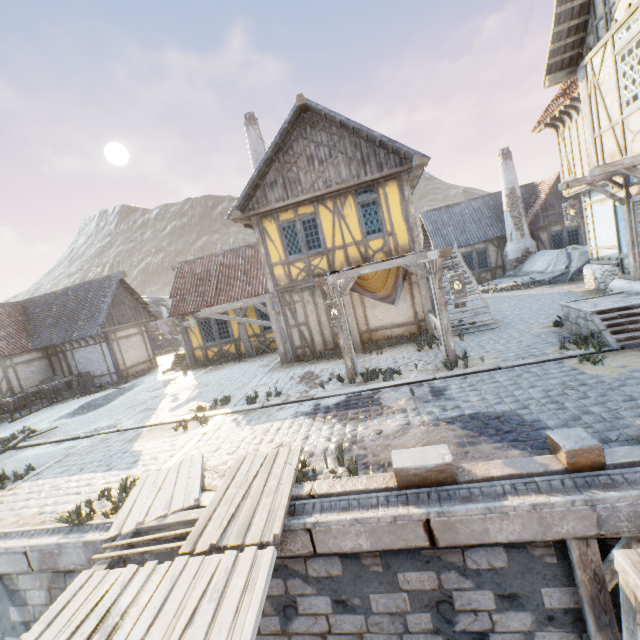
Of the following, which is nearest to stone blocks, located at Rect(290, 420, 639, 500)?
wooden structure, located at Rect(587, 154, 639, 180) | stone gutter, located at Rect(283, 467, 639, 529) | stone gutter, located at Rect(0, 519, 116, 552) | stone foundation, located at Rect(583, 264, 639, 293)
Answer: stone gutter, located at Rect(0, 519, 116, 552)

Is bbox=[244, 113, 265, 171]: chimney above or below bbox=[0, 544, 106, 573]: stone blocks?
above

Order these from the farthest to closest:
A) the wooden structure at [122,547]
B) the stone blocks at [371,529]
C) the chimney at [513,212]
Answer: the chimney at [513,212] → the wooden structure at [122,547] → the stone blocks at [371,529]

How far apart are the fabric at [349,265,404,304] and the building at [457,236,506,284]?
12.00m

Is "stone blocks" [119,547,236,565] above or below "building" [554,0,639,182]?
below

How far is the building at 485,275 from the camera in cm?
2117

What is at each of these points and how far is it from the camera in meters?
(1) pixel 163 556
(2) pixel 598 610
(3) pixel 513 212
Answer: (1) stone blocks, 4.5 m
(2) wooden structure, 3.5 m
(3) chimney, 19.6 m

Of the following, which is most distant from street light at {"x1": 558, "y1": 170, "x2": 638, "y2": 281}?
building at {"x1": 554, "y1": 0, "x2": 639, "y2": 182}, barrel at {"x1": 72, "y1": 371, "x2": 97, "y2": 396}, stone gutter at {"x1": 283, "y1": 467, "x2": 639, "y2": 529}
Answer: barrel at {"x1": 72, "y1": 371, "x2": 97, "y2": 396}
